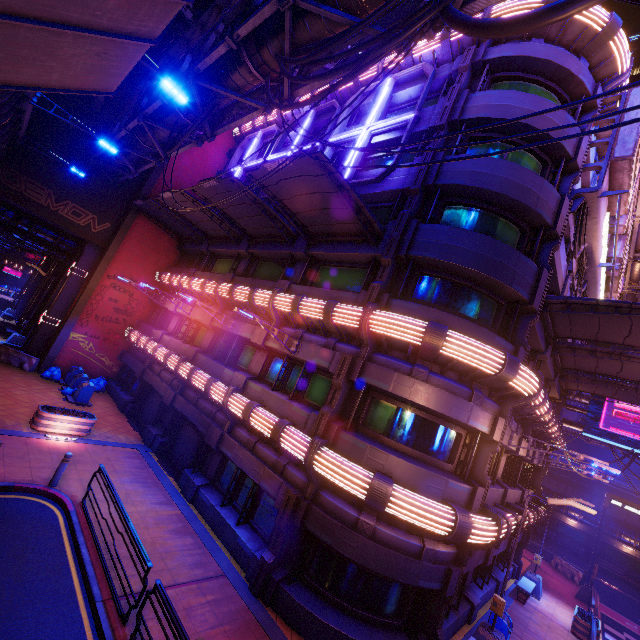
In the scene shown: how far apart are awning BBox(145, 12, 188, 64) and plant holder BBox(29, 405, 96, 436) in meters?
17.8

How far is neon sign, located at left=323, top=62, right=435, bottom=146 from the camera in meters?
13.6

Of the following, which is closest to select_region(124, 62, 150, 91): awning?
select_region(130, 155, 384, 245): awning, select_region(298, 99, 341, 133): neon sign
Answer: select_region(298, 99, 341, 133): neon sign

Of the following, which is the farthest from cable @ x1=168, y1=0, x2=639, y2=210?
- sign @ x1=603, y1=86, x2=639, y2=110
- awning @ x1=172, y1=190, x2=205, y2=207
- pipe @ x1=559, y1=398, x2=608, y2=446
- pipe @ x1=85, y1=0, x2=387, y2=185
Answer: pipe @ x1=559, y1=398, x2=608, y2=446

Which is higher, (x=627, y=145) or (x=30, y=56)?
(x=627, y=145)

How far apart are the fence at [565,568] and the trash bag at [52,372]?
40.0m

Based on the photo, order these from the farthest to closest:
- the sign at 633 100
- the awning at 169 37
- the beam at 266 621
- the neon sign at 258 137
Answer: the neon sign at 258 137 < the awning at 169 37 < the sign at 633 100 < the beam at 266 621

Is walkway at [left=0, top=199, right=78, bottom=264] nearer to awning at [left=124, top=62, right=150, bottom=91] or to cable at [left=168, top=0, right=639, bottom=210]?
awning at [left=124, top=62, right=150, bottom=91]
